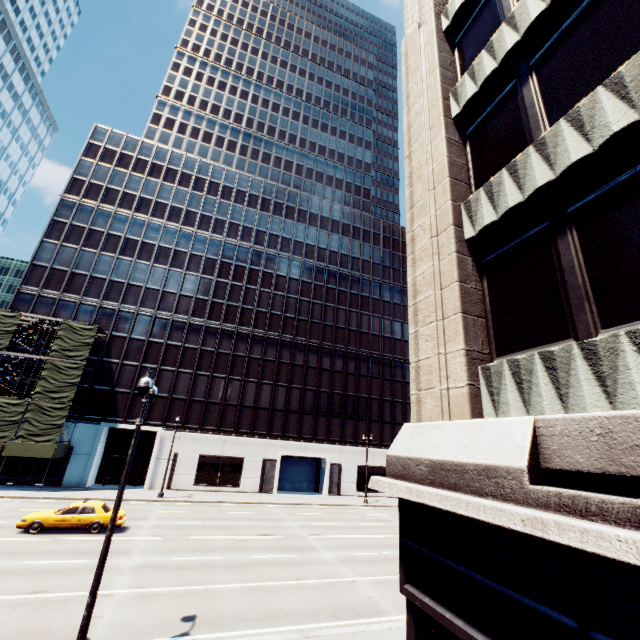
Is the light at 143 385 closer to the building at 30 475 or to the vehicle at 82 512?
the vehicle at 82 512

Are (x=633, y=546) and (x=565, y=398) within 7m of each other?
yes

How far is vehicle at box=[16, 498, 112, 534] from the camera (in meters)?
17.94

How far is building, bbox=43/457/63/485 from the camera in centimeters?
3120cm

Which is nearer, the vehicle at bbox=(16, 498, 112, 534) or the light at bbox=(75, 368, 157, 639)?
the light at bbox=(75, 368, 157, 639)

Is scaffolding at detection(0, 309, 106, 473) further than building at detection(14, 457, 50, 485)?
No

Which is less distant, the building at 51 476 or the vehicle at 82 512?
the vehicle at 82 512

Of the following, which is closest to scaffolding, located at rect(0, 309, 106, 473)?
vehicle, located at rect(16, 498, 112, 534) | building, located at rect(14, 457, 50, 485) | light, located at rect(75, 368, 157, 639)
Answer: building, located at rect(14, 457, 50, 485)
